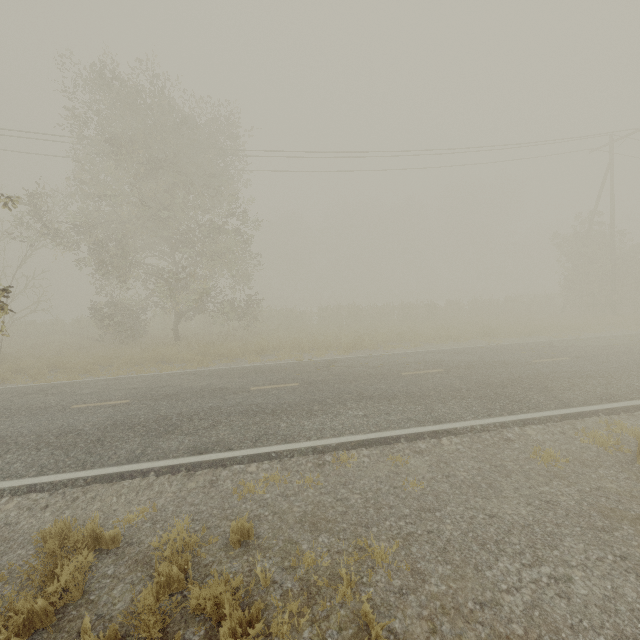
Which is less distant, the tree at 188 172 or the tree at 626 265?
the tree at 188 172

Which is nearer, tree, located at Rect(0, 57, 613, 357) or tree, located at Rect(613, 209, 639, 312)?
tree, located at Rect(0, 57, 613, 357)

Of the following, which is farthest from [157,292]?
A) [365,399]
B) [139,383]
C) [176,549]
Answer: [176,549]
